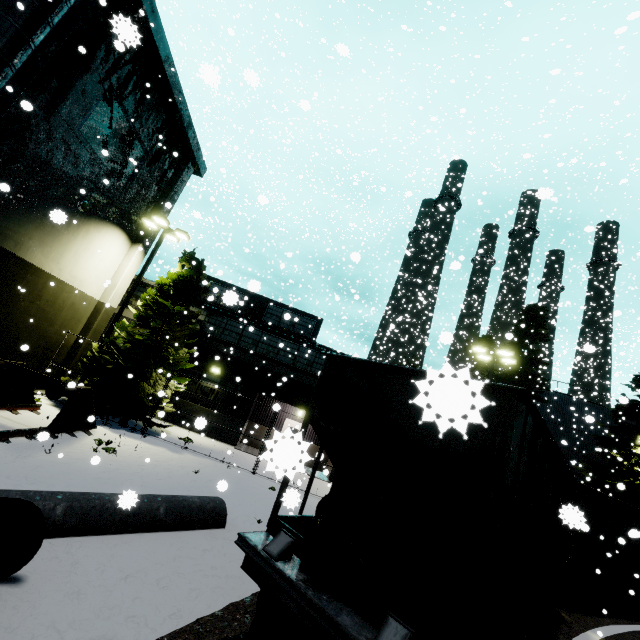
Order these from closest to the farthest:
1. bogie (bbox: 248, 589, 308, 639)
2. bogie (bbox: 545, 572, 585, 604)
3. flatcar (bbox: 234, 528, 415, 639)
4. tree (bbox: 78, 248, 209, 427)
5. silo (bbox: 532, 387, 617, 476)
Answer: flatcar (bbox: 234, 528, 415, 639) < bogie (bbox: 248, 589, 308, 639) < bogie (bbox: 545, 572, 585, 604) < tree (bbox: 78, 248, 209, 427) < silo (bbox: 532, 387, 617, 476)

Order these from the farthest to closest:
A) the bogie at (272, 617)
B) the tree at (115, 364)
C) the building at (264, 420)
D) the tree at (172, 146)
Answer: the building at (264, 420)
the tree at (172, 146)
the tree at (115, 364)
the bogie at (272, 617)

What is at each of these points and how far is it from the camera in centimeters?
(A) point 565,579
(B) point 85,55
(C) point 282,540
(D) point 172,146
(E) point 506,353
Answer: (A) bogie, 1198cm
(B) tree, 1146cm
(C) flatcar, 427cm
(D) tree, 1844cm
(E) light, 1717cm

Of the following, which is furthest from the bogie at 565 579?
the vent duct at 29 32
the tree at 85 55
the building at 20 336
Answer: the vent duct at 29 32

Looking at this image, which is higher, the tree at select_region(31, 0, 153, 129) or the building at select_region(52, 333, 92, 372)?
the tree at select_region(31, 0, 153, 129)

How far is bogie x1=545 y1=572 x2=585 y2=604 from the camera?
10.3m

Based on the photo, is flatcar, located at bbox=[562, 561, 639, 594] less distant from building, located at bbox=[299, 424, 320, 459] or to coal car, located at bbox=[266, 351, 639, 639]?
coal car, located at bbox=[266, 351, 639, 639]

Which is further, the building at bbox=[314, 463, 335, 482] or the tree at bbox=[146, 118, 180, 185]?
the tree at bbox=[146, 118, 180, 185]
